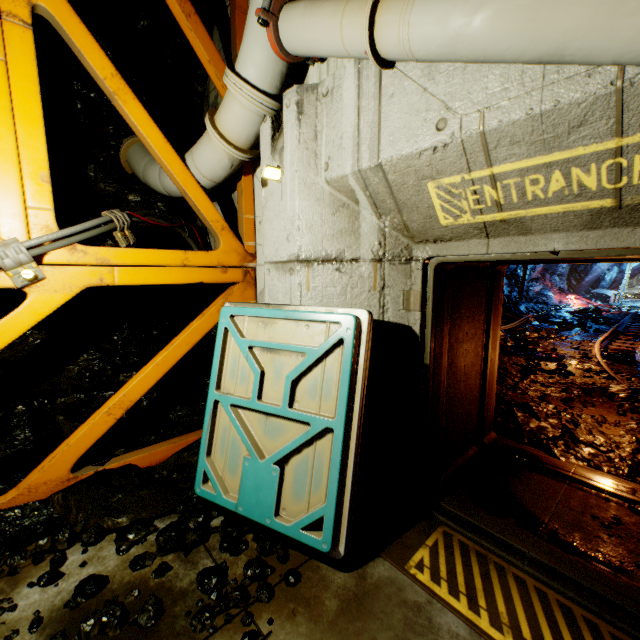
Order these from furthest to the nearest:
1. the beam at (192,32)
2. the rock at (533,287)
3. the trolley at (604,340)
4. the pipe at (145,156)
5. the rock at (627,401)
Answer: the rock at (533,287) < the trolley at (604,340) < the rock at (627,401) < the pipe at (145,156) < the beam at (192,32)

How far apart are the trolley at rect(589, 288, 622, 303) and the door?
25.43m

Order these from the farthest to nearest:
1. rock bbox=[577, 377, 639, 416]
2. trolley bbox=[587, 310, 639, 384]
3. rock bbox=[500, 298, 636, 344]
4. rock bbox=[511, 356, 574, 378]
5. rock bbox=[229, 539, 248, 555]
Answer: rock bbox=[500, 298, 636, 344] < trolley bbox=[587, 310, 639, 384] < rock bbox=[511, 356, 574, 378] < rock bbox=[577, 377, 639, 416] < rock bbox=[229, 539, 248, 555]

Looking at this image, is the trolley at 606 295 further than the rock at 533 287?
Yes

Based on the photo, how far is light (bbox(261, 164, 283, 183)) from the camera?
3.1m

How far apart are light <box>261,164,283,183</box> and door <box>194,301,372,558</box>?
1.3m

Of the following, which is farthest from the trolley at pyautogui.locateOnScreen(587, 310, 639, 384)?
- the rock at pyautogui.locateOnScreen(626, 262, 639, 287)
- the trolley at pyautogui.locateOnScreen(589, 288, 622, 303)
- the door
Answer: the door

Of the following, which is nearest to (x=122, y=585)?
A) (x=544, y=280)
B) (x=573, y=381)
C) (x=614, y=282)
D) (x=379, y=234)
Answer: (x=379, y=234)
